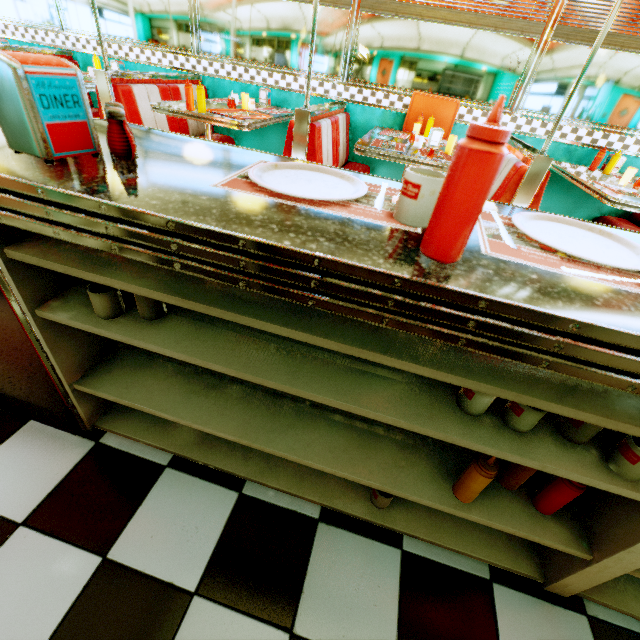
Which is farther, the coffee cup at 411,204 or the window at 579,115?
the window at 579,115

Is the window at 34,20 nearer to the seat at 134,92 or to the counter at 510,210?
the seat at 134,92

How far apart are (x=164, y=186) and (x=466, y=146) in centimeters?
58cm

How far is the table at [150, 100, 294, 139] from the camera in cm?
292

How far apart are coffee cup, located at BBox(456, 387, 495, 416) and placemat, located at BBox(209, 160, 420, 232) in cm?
48

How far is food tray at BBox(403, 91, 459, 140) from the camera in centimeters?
374cm

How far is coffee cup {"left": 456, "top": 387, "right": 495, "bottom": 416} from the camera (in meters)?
0.88

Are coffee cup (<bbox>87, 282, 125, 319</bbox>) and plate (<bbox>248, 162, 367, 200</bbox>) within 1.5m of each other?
yes
